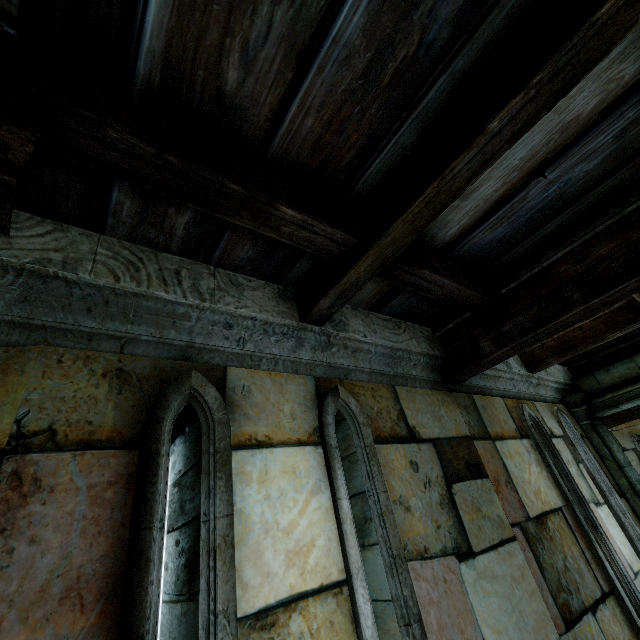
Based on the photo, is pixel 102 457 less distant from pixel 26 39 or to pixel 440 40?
pixel 26 39
